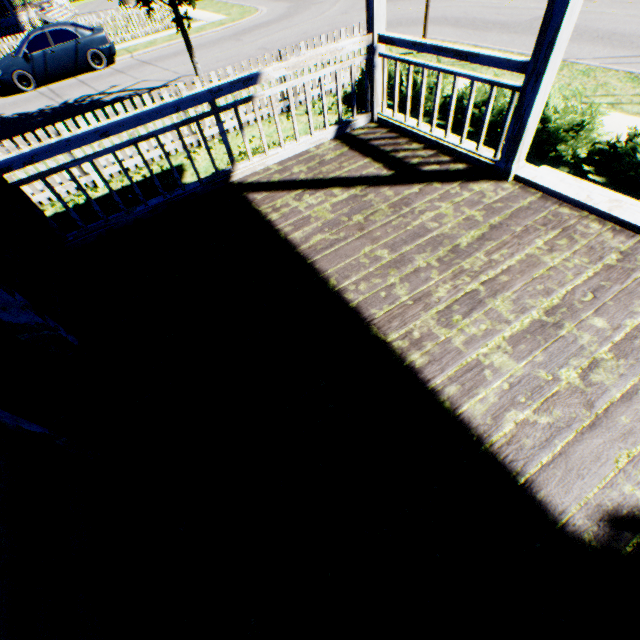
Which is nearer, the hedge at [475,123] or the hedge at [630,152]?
the hedge at [630,152]

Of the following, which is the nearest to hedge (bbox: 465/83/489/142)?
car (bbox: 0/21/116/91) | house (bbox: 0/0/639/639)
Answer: house (bbox: 0/0/639/639)

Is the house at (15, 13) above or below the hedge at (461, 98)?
above

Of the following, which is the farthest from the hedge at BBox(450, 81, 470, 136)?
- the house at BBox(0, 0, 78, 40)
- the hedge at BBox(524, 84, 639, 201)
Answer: the house at BBox(0, 0, 78, 40)

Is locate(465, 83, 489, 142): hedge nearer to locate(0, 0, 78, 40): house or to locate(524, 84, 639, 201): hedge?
locate(524, 84, 639, 201): hedge

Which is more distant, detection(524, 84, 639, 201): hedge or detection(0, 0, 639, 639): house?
detection(524, 84, 639, 201): hedge

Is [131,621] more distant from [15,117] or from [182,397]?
[15,117]

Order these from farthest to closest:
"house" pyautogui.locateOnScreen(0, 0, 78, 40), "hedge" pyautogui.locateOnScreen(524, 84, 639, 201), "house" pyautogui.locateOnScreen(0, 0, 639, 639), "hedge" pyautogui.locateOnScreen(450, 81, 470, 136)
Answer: "house" pyautogui.locateOnScreen(0, 0, 78, 40), "hedge" pyautogui.locateOnScreen(450, 81, 470, 136), "hedge" pyautogui.locateOnScreen(524, 84, 639, 201), "house" pyautogui.locateOnScreen(0, 0, 639, 639)
